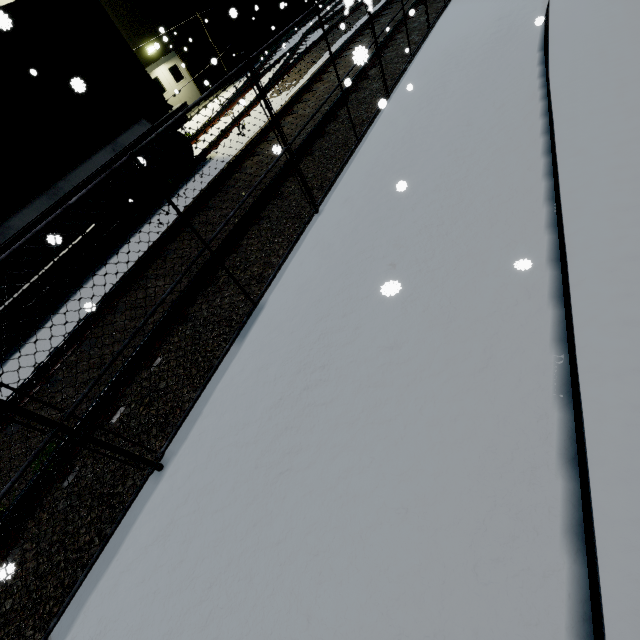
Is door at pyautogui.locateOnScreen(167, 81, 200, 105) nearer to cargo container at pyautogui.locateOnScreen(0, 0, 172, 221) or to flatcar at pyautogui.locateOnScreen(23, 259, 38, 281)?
cargo container at pyautogui.locateOnScreen(0, 0, 172, 221)

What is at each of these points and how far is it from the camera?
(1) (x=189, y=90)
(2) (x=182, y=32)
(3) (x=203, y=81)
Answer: (1) door, 17.4 meters
(2) building, 16.7 meters
(3) building, 18.0 meters

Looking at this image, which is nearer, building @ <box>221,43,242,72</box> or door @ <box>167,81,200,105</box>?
door @ <box>167,81,200,105</box>

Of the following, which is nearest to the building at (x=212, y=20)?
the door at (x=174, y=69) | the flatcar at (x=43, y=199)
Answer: the door at (x=174, y=69)

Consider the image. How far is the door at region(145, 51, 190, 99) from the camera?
15.84m

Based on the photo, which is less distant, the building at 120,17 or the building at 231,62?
the building at 120,17

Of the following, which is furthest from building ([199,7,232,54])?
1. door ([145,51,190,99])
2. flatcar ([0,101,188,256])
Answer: flatcar ([0,101,188,256])

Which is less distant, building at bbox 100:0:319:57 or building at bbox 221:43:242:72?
building at bbox 100:0:319:57
